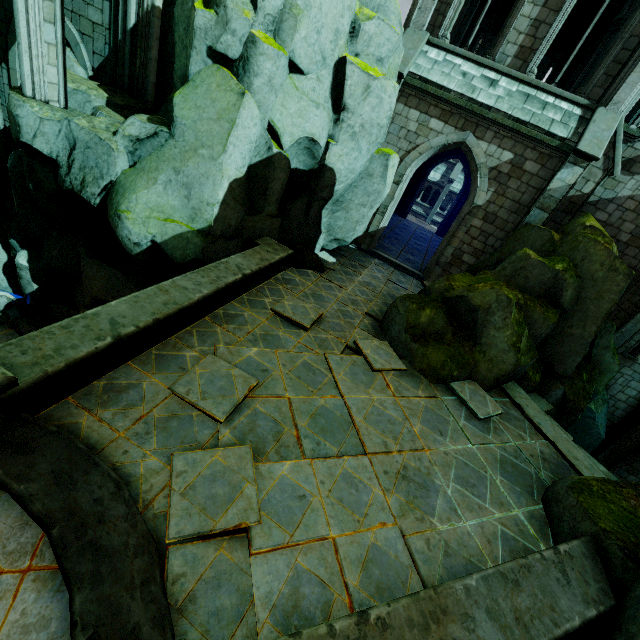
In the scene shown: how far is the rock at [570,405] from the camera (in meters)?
8.14

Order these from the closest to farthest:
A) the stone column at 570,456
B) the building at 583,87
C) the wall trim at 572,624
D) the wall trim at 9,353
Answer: the wall trim at 572,624, the wall trim at 9,353, the stone column at 570,456, the building at 583,87

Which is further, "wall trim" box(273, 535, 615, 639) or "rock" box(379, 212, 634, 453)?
"rock" box(379, 212, 634, 453)

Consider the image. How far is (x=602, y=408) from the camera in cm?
1244

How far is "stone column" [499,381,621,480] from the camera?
7.1m

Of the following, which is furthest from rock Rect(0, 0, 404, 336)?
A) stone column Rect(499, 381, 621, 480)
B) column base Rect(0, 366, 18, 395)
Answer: column base Rect(0, 366, 18, 395)

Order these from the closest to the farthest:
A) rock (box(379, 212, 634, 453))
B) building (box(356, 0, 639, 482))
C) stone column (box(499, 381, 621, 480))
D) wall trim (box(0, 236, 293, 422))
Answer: wall trim (box(0, 236, 293, 422))
stone column (box(499, 381, 621, 480))
rock (box(379, 212, 634, 453))
building (box(356, 0, 639, 482))

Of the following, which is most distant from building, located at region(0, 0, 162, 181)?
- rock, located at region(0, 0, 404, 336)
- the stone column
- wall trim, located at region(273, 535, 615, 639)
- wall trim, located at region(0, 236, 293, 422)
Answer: wall trim, located at region(273, 535, 615, 639)
